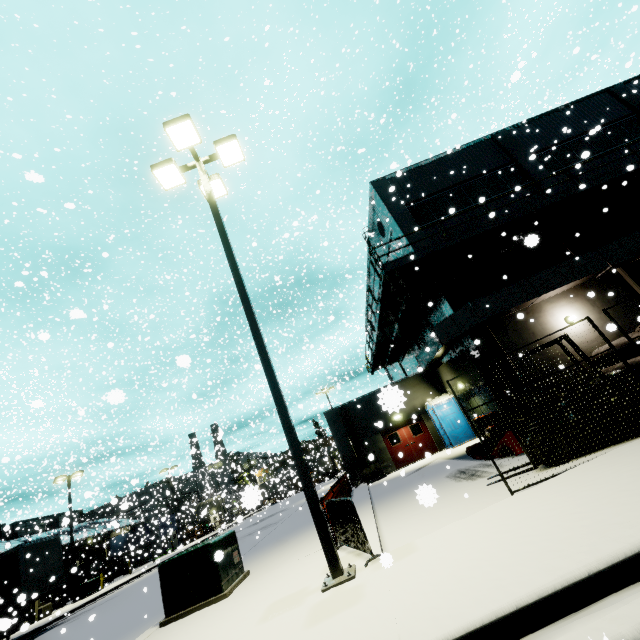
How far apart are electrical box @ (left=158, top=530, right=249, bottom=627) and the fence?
2.5 meters

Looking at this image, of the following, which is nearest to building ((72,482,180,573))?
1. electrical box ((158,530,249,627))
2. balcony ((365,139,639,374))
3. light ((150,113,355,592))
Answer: balcony ((365,139,639,374))

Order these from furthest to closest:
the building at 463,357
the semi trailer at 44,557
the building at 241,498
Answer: the semi trailer at 44,557 < the building at 463,357 < the building at 241,498

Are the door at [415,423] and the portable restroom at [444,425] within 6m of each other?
yes

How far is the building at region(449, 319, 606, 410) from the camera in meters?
13.9 m

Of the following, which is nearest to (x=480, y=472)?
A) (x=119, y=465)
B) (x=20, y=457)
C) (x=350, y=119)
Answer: (x=20, y=457)

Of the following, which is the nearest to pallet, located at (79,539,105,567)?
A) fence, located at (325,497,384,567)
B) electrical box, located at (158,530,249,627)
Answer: electrical box, located at (158,530,249,627)

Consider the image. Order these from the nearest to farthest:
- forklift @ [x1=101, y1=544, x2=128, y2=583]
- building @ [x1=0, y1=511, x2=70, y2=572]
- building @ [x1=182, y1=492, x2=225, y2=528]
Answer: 1. building @ [x1=0, y1=511, x2=70, y2=572]
2. building @ [x1=182, y1=492, x2=225, y2=528]
3. forklift @ [x1=101, y1=544, x2=128, y2=583]
